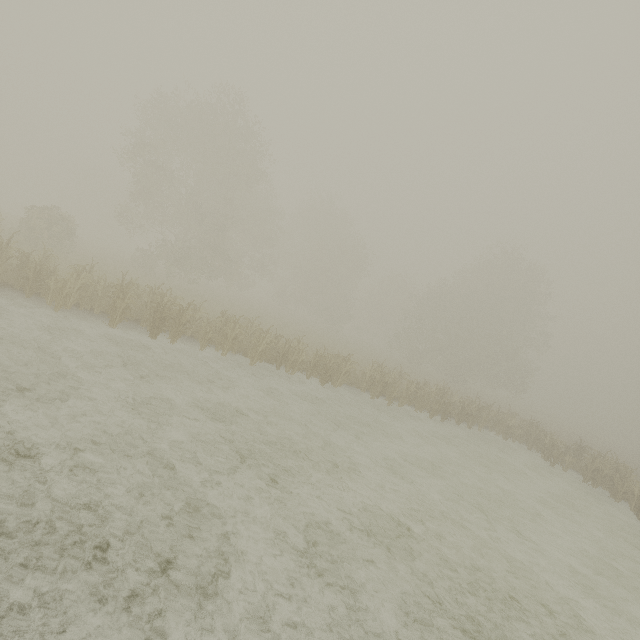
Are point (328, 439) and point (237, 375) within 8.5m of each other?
yes
